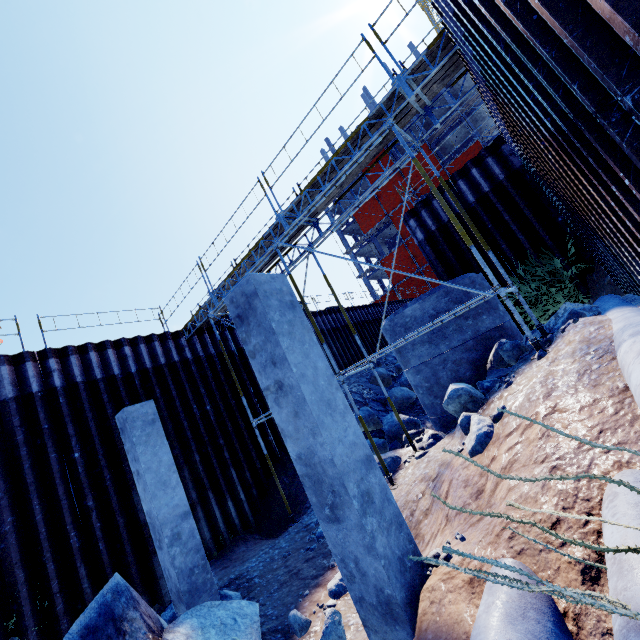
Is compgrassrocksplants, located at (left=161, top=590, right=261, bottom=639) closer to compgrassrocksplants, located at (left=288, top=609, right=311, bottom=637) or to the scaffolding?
compgrassrocksplants, located at (left=288, top=609, right=311, bottom=637)

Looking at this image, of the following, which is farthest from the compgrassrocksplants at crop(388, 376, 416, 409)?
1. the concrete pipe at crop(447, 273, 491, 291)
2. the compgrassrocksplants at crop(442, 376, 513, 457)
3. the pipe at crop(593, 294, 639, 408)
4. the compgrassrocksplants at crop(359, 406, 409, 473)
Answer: the compgrassrocksplants at crop(442, 376, 513, 457)

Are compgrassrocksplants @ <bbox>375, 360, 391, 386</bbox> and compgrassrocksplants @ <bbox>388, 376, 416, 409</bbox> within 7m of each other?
yes

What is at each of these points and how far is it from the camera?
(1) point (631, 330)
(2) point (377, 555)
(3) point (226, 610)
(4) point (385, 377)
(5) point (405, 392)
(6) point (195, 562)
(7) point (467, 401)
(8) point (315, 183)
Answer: (1) pipe, 3.4m
(2) concrete column, 3.0m
(3) compgrassrocksplants, 4.5m
(4) compgrassrocksplants, 15.8m
(5) compgrassrocksplants, 14.6m
(6) concrete column, 6.2m
(7) compgrassrocksplants, 5.8m
(8) scaffolding, 8.1m

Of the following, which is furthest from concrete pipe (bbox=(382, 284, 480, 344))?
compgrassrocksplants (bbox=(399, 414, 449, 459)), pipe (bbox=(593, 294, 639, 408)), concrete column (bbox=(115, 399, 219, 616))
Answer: concrete column (bbox=(115, 399, 219, 616))

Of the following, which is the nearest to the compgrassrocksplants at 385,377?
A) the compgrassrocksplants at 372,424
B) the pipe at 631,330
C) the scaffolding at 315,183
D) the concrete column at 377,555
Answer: the compgrassrocksplants at 372,424

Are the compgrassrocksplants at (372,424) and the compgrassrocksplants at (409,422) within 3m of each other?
yes

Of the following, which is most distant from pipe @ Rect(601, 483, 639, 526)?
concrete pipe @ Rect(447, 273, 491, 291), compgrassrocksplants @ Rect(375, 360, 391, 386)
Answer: compgrassrocksplants @ Rect(375, 360, 391, 386)
